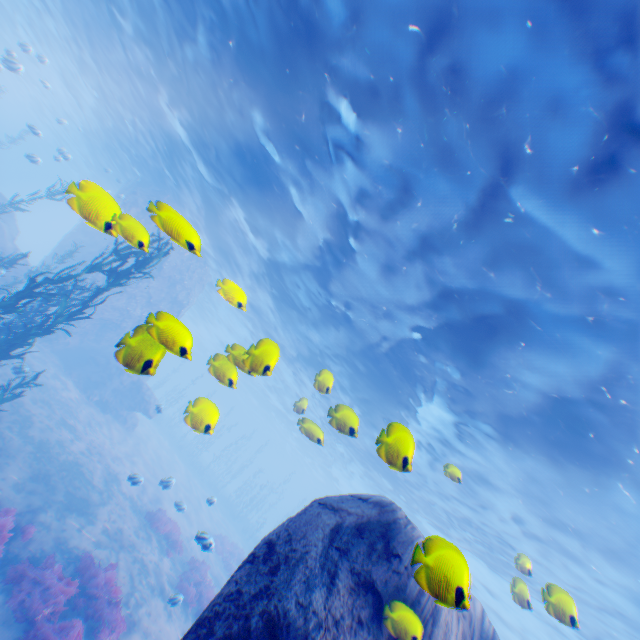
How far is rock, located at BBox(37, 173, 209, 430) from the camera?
3.6m

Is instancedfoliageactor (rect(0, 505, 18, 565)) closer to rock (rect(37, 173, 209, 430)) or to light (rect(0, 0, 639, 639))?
rock (rect(37, 173, 209, 430))

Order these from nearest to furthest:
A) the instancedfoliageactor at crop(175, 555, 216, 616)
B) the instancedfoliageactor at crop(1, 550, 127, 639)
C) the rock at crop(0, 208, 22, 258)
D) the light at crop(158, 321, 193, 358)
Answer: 1. the light at crop(158, 321, 193, 358)
2. the instancedfoliageactor at crop(1, 550, 127, 639)
3. the instancedfoliageactor at crop(175, 555, 216, 616)
4. the rock at crop(0, 208, 22, 258)

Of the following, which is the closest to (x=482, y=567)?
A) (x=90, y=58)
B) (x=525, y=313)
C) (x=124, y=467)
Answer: (x=525, y=313)

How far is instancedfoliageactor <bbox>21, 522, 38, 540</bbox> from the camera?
9.26m

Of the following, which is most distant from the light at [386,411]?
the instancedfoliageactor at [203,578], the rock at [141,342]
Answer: the instancedfoliageactor at [203,578]

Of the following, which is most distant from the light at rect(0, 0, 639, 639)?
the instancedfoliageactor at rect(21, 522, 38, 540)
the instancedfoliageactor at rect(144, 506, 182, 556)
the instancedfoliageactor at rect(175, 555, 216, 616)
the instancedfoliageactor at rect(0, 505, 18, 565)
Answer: the instancedfoliageactor at rect(144, 506, 182, 556)

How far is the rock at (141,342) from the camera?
3.6m
